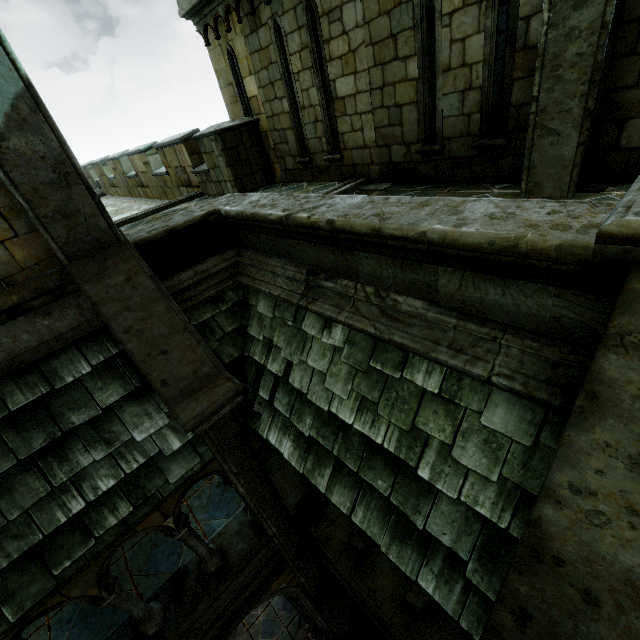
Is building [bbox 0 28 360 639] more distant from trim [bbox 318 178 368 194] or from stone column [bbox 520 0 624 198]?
stone column [bbox 520 0 624 198]

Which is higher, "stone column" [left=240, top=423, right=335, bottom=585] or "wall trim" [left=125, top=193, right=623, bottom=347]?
"wall trim" [left=125, top=193, right=623, bottom=347]

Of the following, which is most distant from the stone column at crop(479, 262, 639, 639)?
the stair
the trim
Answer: the trim

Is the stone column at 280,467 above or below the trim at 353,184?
below

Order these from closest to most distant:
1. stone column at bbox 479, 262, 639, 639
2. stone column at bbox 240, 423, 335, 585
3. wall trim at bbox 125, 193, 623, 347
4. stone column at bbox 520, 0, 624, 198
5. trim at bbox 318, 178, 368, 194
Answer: stone column at bbox 479, 262, 639, 639 < wall trim at bbox 125, 193, 623, 347 < stone column at bbox 520, 0, 624, 198 < stone column at bbox 240, 423, 335, 585 < trim at bbox 318, 178, 368, 194

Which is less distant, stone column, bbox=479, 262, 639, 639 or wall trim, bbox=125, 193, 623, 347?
stone column, bbox=479, 262, 639, 639

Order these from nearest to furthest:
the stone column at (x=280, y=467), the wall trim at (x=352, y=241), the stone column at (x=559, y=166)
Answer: the wall trim at (x=352, y=241) < the stone column at (x=559, y=166) < the stone column at (x=280, y=467)

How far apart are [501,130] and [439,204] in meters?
2.9
